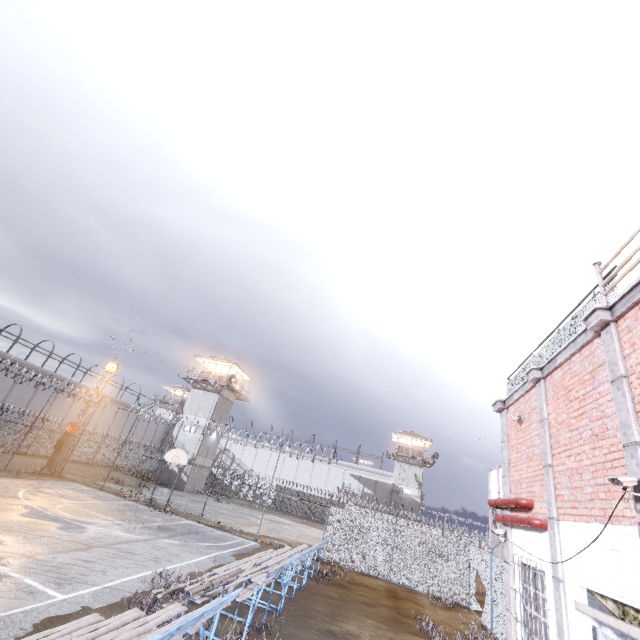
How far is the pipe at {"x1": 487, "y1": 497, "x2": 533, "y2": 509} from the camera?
7.6m

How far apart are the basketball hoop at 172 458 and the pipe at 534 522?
18.15m

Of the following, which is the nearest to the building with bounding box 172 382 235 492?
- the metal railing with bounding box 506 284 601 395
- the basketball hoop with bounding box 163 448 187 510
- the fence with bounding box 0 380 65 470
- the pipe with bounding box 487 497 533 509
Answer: the fence with bounding box 0 380 65 470

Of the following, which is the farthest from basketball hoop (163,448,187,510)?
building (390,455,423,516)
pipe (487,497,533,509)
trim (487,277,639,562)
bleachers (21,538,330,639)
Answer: building (390,455,423,516)

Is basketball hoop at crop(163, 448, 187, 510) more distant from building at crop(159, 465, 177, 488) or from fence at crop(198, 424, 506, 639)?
building at crop(159, 465, 177, 488)

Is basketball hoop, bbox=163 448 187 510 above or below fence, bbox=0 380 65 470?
above

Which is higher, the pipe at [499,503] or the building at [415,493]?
the building at [415,493]

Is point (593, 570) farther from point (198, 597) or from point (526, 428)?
point (198, 597)
